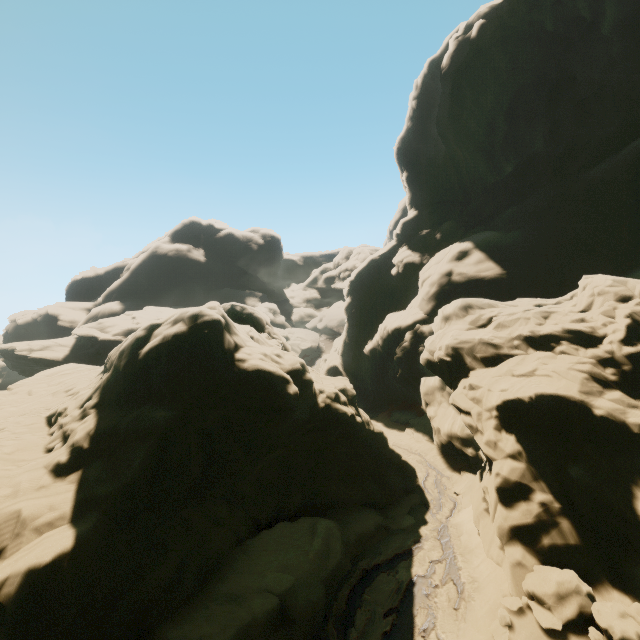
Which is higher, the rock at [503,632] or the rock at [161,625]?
the rock at [161,625]

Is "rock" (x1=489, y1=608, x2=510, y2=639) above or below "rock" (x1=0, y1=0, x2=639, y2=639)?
below

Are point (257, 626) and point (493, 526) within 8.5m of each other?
no
